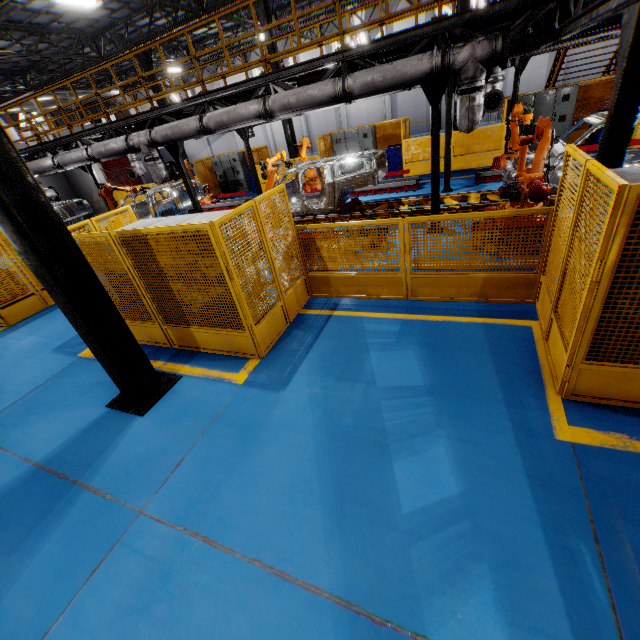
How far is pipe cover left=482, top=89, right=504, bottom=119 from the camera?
9.25m

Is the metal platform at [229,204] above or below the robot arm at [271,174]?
below

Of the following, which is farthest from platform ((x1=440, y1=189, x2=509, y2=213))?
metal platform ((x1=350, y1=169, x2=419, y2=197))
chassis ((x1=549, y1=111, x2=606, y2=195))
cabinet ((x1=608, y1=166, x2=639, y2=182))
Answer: cabinet ((x1=608, y1=166, x2=639, y2=182))

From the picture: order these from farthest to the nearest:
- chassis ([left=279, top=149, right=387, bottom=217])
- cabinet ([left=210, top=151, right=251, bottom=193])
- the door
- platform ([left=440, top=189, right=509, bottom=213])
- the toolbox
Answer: the door → cabinet ([left=210, top=151, right=251, bottom=193]) → the toolbox → chassis ([left=279, top=149, right=387, bottom=217]) → platform ([left=440, top=189, right=509, bottom=213])

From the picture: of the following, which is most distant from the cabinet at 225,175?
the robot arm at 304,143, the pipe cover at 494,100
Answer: the pipe cover at 494,100

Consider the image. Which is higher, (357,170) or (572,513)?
(357,170)

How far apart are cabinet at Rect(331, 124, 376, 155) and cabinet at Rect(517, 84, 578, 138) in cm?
588

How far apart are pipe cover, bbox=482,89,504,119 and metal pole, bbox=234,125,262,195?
8.32m
